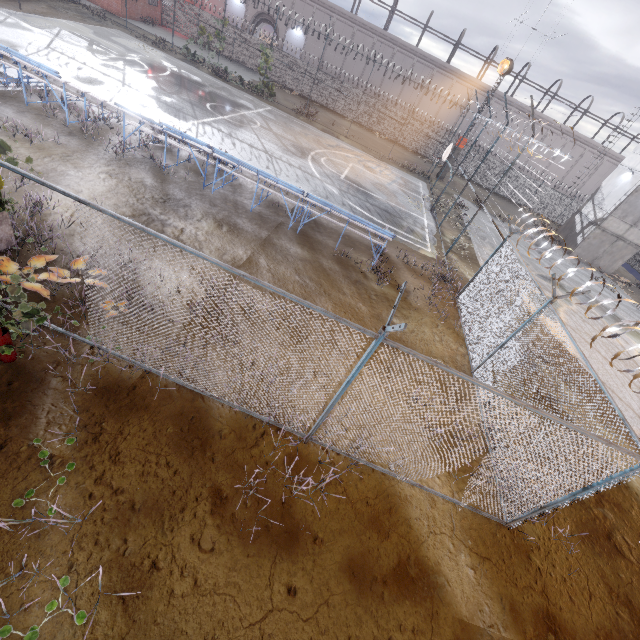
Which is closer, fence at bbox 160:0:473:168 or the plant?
the plant

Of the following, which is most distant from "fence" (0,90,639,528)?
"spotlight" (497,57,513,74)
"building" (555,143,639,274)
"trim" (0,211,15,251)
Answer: "building" (555,143,639,274)

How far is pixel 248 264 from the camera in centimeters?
912cm

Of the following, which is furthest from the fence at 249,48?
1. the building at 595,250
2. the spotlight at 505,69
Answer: the building at 595,250

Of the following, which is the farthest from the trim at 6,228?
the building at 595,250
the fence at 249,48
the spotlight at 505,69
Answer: the building at 595,250

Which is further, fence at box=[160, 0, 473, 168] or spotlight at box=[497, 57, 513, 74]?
fence at box=[160, 0, 473, 168]

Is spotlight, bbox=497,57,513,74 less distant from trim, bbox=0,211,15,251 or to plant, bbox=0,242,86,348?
trim, bbox=0,211,15,251

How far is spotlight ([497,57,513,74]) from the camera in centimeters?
2372cm
